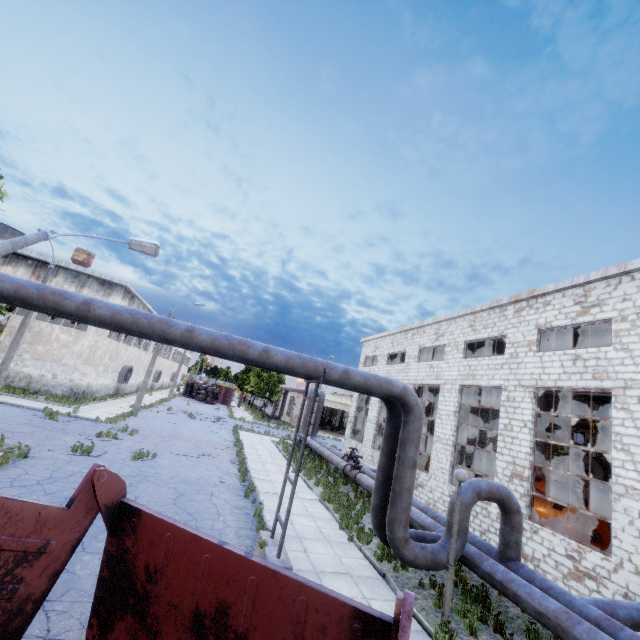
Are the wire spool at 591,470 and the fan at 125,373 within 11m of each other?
no

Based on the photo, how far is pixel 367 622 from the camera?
2.5 meters

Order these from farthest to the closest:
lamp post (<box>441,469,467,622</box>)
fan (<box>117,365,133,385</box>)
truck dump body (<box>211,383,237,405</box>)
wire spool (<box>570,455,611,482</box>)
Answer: truck dump body (<box>211,383,237,405</box>), fan (<box>117,365,133,385</box>), wire spool (<box>570,455,611,482</box>), lamp post (<box>441,469,467,622</box>)

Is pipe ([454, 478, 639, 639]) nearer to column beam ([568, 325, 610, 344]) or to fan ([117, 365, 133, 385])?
column beam ([568, 325, 610, 344])

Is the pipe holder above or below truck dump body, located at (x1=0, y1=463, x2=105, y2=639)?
below

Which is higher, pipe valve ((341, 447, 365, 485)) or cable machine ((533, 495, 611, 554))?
cable machine ((533, 495, 611, 554))

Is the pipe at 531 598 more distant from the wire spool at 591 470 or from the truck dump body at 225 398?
the truck dump body at 225 398

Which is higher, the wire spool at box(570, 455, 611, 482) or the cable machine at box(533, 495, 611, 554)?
the wire spool at box(570, 455, 611, 482)
